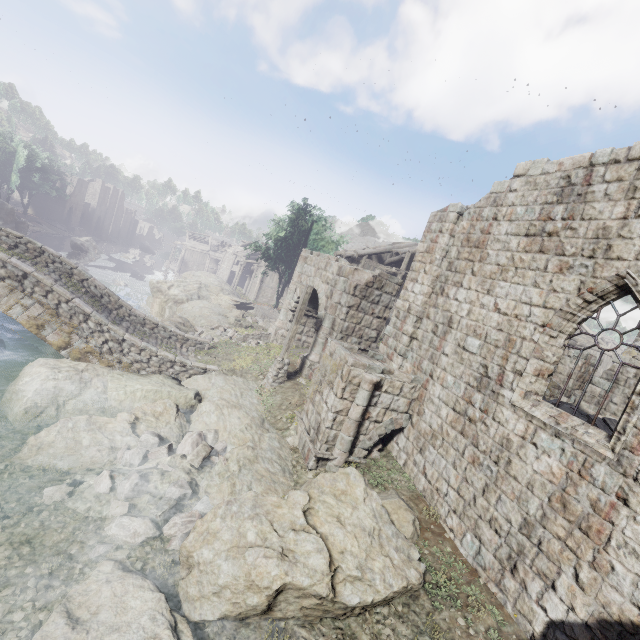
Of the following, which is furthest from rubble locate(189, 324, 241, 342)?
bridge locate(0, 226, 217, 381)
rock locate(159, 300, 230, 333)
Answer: bridge locate(0, 226, 217, 381)

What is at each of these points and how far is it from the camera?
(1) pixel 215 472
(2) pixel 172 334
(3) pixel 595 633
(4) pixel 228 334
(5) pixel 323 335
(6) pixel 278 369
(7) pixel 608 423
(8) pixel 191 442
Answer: (1) rock, 9.0 meters
(2) bridge, 17.2 meters
(3) building, 5.2 meters
(4) rubble, 21.2 meters
(5) stone arch, 15.7 meters
(6) wooden lamp post, 14.5 meters
(7) broken furniture, 10.0 meters
(8) rubble, 9.9 meters

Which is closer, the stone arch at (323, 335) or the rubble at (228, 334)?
the stone arch at (323, 335)

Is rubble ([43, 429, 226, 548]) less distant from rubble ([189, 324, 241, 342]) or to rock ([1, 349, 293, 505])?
rock ([1, 349, 293, 505])

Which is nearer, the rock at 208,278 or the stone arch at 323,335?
the stone arch at 323,335

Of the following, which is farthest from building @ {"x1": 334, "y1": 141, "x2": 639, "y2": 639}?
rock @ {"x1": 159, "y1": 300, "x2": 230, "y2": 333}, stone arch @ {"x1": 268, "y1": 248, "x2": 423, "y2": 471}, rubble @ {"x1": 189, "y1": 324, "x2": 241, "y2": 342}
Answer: rubble @ {"x1": 189, "y1": 324, "x2": 241, "y2": 342}

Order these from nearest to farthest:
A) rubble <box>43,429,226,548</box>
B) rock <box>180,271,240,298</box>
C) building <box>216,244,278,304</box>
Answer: rubble <box>43,429,226,548</box> → rock <box>180,271,240,298</box> → building <box>216,244,278,304</box>

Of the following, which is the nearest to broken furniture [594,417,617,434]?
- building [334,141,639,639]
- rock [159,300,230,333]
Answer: building [334,141,639,639]
